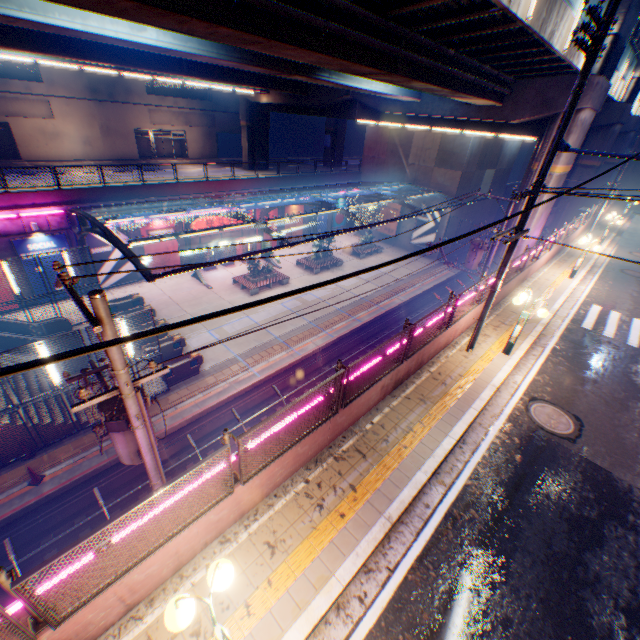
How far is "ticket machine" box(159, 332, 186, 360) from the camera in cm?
1755

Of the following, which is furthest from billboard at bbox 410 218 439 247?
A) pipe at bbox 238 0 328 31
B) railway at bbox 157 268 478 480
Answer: pipe at bbox 238 0 328 31

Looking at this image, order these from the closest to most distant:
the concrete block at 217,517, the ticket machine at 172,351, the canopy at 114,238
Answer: the concrete block at 217,517 → the canopy at 114,238 → the ticket machine at 172,351

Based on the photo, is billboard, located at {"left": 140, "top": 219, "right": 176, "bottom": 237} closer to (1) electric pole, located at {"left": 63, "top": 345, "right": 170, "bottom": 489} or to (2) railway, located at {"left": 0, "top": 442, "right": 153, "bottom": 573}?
(2) railway, located at {"left": 0, "top": 442, "right": 153, "bottom": 573}

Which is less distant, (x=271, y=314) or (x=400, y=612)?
(x=400, y=612)

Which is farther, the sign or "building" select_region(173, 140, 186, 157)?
"building" select_region(173, 140, 186, 157)

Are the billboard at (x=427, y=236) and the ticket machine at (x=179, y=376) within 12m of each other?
no

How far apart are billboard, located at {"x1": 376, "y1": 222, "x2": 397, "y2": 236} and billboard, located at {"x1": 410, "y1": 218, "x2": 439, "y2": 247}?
2.0 meters
